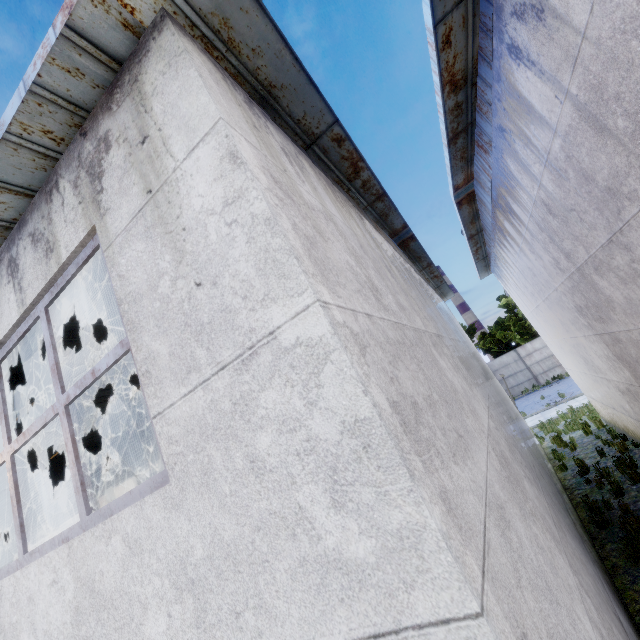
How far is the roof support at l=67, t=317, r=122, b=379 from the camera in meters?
6.0

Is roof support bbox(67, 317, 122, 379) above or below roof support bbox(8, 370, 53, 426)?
above

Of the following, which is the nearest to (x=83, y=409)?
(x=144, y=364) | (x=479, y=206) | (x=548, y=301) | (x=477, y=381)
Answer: (x=144, y=364)

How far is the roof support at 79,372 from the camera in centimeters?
598cm
